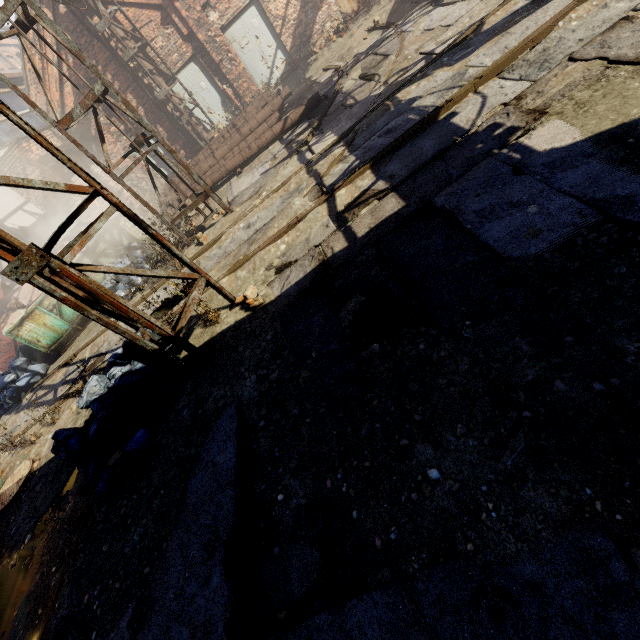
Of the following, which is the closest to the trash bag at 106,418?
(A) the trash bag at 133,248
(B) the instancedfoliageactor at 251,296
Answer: (B) the instancedfoliageactor at 251,296

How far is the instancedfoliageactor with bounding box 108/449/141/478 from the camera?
3.5 meters

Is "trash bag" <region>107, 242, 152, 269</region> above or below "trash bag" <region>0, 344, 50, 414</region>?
above

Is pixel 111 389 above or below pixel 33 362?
above

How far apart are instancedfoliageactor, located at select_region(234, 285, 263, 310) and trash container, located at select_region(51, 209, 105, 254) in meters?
6.4

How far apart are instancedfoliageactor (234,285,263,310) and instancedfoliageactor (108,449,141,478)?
1.9 meters

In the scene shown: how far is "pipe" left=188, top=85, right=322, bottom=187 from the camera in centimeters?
927cm

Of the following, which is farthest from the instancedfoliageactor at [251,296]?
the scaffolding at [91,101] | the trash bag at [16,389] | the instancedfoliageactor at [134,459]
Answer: the trash bag at [16,389]
